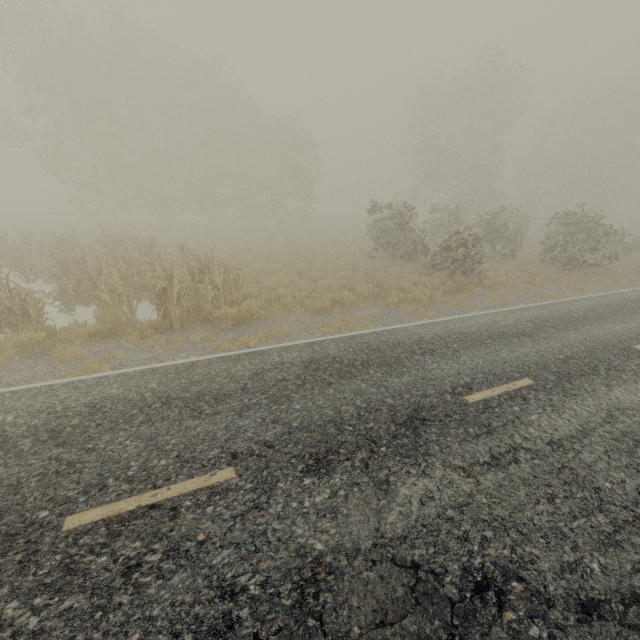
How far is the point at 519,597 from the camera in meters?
2.9 m
